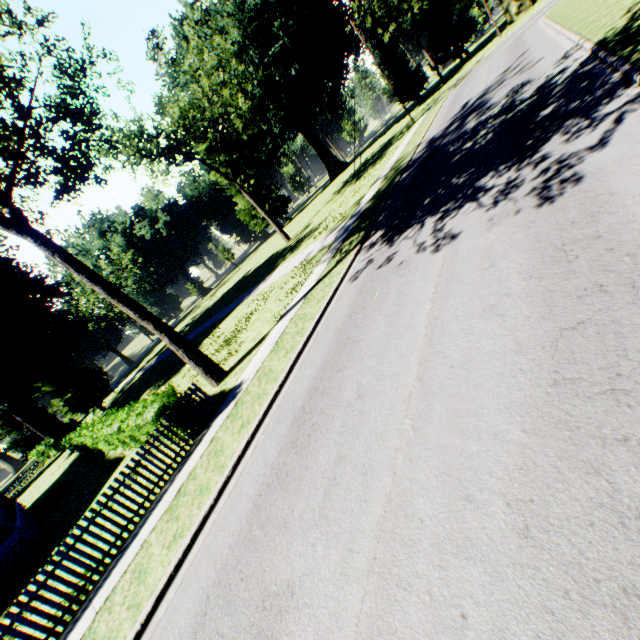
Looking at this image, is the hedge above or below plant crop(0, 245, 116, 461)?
below

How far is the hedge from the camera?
9.97m

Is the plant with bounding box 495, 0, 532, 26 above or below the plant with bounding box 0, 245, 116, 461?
below

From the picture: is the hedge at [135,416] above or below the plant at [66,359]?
below

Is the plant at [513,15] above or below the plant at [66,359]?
below

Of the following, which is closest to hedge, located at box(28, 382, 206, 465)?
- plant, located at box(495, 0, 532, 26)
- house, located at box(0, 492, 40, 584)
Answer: house, located at box(0, 492, 40, 584)

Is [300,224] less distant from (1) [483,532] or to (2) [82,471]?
(2) [82,471]

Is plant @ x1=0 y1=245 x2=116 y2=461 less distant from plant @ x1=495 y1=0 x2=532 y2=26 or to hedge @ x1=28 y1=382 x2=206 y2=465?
hedge @ x1=28 y1=382 x2=206 y2=465
